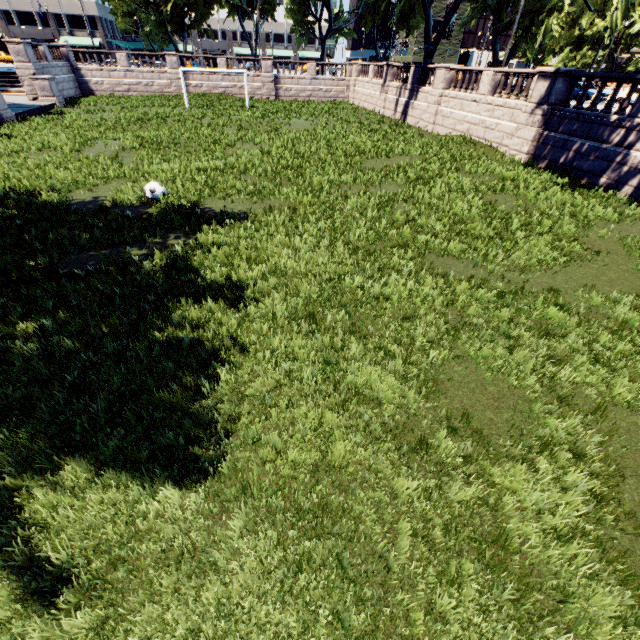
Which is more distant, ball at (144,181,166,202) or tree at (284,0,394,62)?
tree at (284,0,394,62)

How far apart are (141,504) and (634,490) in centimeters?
642cm

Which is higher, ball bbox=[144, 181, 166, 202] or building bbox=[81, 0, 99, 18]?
building bbox=[81, 0, 99, 18]

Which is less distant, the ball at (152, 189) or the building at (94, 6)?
the ball at (152, 189)

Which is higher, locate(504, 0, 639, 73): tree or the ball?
locate(504, 0, 639, 73): tree

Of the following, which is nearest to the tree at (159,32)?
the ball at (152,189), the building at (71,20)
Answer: the building at (71,20)

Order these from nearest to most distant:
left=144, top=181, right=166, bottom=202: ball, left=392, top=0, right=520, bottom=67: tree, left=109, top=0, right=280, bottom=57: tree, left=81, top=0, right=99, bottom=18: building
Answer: left=144, top=181, right=166, bottom=202: ball < left=392, top=0, right=520, bottom=67: tree < left=109, top=0, right=280, bottom=57: tree < left=81, top=0, right=99, bottom=18: building

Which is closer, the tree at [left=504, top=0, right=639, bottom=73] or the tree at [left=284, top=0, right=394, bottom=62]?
the tree at [left=504, top=0, right=639, bottom=73]
